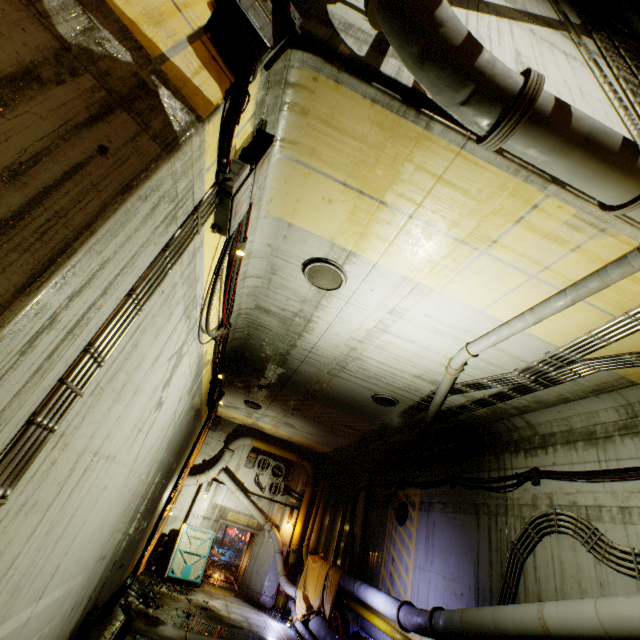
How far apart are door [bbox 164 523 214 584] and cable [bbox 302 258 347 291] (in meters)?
14.48

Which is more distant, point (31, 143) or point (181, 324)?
point (181, 324)

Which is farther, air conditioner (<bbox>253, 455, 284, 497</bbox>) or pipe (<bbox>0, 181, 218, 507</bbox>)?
air conditioner (<bbox>253, 455, 284, 497</bbox>)

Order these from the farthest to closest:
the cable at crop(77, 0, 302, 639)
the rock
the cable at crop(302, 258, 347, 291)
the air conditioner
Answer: the air conditioner → the rock → the cable at crop(302, 258, 347, 291) → the cable at crop(77, 0, 302, 639)

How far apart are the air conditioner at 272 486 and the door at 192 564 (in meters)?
2.85

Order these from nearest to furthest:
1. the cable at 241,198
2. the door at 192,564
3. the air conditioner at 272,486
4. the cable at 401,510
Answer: the cable at 241,198 → the cable at 401,510 → the door at 192,564 → the air conditioner at 272,486

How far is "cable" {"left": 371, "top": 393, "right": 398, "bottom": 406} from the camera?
9.5m

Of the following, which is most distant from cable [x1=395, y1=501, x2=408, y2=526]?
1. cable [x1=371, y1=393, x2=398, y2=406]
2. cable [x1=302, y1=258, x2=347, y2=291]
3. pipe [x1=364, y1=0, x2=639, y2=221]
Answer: cable [x1=302, y1=258, x2=347, y2=291]
